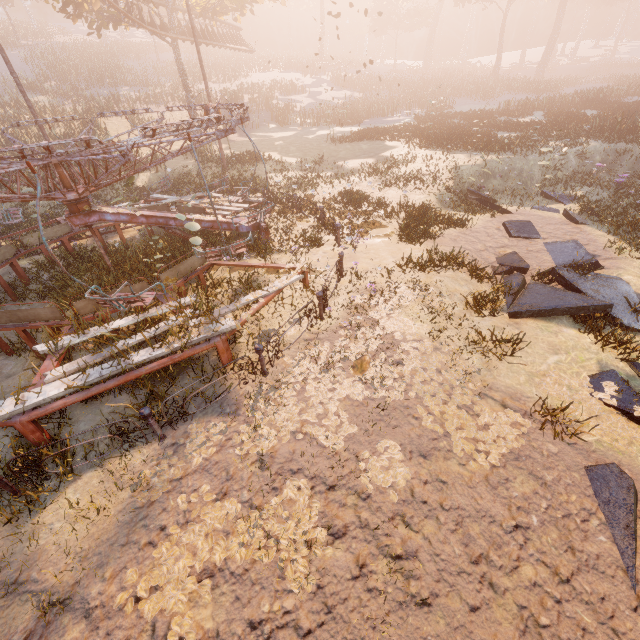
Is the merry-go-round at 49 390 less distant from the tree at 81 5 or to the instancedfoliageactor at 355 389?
the instancedfoliageactor at 355 389

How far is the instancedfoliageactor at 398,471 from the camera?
4.36m

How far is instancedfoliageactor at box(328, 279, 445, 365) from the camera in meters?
6.4

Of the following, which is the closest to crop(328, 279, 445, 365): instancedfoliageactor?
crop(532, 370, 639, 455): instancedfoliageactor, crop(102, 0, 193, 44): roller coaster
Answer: crop(532, 370, 639, 455): instancedfoliageactor

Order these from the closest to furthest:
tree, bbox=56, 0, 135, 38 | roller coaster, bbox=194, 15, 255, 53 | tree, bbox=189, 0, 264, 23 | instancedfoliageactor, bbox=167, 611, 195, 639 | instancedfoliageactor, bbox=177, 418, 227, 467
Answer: instancedfoliageactor, bbox=167, 611, 195, 639
instancedfoliageactor, bbox=177, 418, 227, 467
tree, bbox=56, 0, 135, 38
tree, bbox=189, 0, 264, 23
roller coaster, bbox=194, 15, 255, 53

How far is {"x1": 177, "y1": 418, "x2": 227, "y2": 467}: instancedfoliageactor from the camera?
4.87m

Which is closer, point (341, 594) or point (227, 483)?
point (341, 594)

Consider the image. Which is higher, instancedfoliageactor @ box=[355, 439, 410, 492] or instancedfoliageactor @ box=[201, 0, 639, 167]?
instancedfoliageactor @ box=[201, 0, 639, 167]
